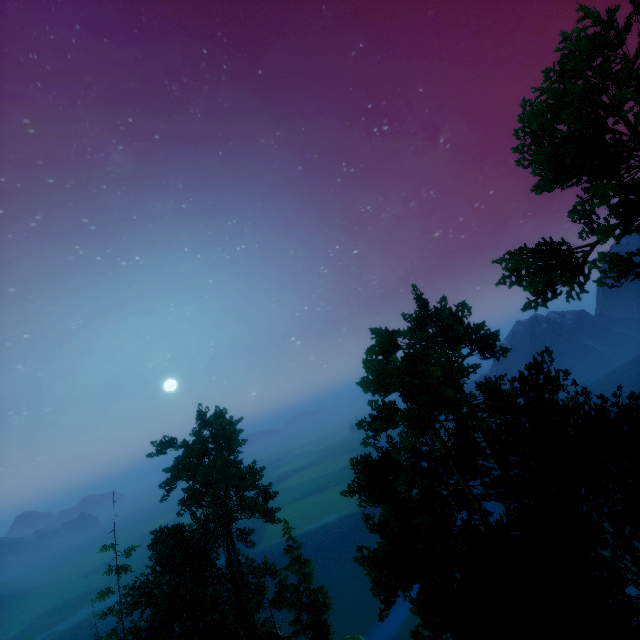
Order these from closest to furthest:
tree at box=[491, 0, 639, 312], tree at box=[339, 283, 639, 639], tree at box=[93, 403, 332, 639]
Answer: tree at box=[339, 283, 639, 639], tree at box=[491, 0, 639, 312], tree at box=[93, 403, 332, 639]

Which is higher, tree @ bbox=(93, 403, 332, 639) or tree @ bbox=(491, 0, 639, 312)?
tree @ bbox=(491, 0, 639, 312)

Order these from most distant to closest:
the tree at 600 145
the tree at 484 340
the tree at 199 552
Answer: the tree at 199 552 < the tree at 600 145 < the tree at 484 340

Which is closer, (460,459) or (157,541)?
(460,459)

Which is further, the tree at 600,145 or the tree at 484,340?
the tree at 600,145

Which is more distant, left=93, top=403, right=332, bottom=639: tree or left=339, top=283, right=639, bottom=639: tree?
left=93, top=403, right=332, bottom=639: tree
